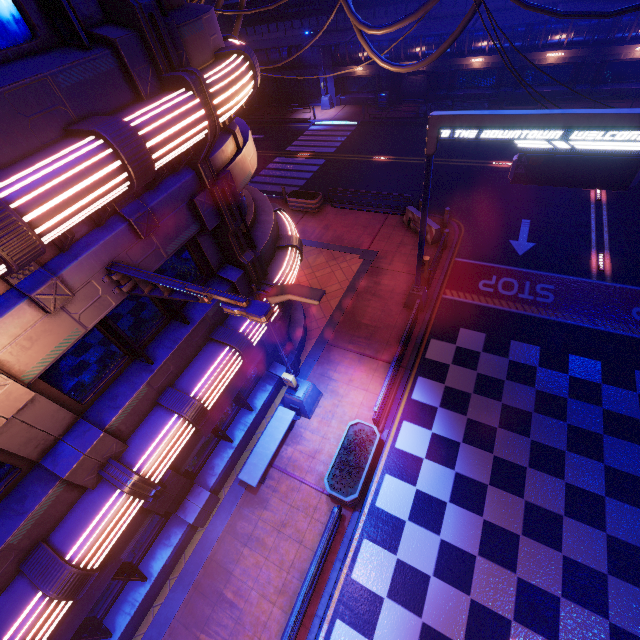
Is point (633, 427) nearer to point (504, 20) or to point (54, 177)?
point (54, 177)

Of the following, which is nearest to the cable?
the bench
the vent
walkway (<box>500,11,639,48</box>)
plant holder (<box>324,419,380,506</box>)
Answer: plant holder (<box>324,419,380,506</box>)

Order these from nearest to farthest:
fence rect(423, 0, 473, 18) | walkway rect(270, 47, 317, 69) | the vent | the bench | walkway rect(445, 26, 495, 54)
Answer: the bench → fence rect(423, 0, 473, 18) → walkway rect(445, 26, 495, 54) → walkway rect(270, 47, 317, 69) → the vent

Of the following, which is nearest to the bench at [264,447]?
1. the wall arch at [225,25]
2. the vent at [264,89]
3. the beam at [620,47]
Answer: the wall arch at [225,25]

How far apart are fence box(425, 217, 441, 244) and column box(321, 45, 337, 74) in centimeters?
2136cm

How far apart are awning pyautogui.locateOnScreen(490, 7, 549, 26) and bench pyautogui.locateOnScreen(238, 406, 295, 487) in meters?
26.1 m

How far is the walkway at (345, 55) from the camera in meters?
27.9 m

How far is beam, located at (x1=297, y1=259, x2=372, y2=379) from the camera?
12.5 meters
